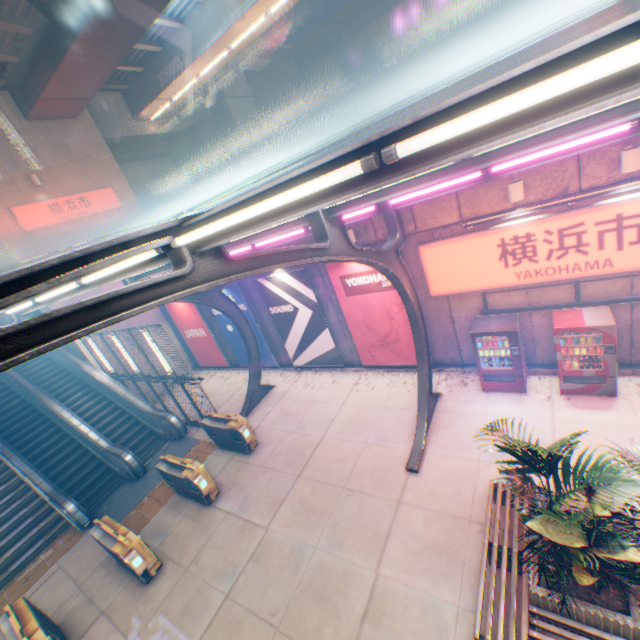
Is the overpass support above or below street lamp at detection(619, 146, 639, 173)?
above

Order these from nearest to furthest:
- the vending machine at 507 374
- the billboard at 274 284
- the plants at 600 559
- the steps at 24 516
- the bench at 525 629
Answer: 1. the plants at 600 559
2. the bench at 525 629
3. the vending machine at 507 374
4. the steps at 24 516
5. the billboard at 274 284

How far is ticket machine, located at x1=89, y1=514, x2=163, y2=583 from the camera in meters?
7.4 m

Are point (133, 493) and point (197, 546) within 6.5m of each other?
yes

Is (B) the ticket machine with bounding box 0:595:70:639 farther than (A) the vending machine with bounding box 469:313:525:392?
No

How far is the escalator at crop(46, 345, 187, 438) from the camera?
13.0 meters

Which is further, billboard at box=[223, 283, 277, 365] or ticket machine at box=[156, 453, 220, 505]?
billboard at box=[223, 283, 277, 365]

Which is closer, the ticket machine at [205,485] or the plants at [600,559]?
the plants at [600,559]
